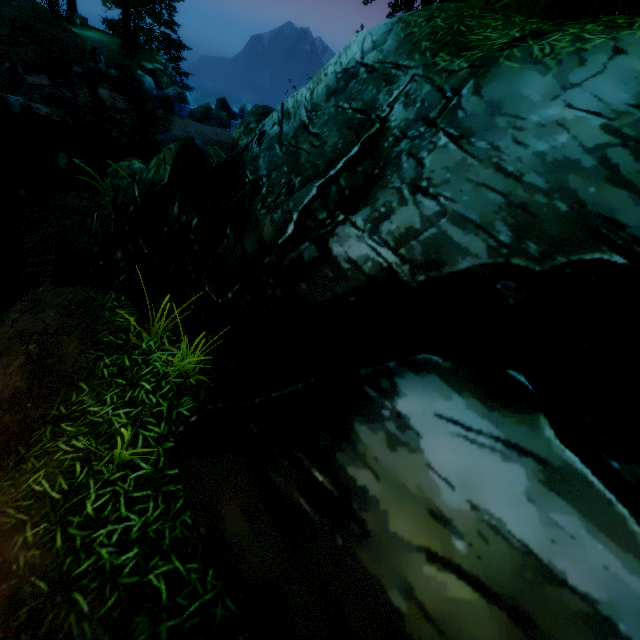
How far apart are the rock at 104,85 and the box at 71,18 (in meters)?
11.45

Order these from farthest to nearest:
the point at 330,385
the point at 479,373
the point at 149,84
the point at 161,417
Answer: the point at 149,84
the point at 161,417
the point at 330,385
the point at 479,373

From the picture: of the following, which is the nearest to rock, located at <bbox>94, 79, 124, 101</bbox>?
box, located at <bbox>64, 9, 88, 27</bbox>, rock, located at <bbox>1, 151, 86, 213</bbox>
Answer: box, located at <bbox>64, 9, 88, 27</bbox>

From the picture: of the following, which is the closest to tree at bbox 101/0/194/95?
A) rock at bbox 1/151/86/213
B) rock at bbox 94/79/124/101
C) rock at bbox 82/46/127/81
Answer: rock at bbox 82/46/127/81

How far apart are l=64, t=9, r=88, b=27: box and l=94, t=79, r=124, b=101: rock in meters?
11.4

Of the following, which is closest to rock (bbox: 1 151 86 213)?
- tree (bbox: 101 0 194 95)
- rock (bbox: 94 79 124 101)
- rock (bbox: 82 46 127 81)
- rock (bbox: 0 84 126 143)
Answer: rock (bbox: 0 84 126 143)

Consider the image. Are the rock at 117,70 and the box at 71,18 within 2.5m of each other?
no

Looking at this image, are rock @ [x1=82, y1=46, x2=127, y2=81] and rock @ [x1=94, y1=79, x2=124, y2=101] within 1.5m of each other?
yes
